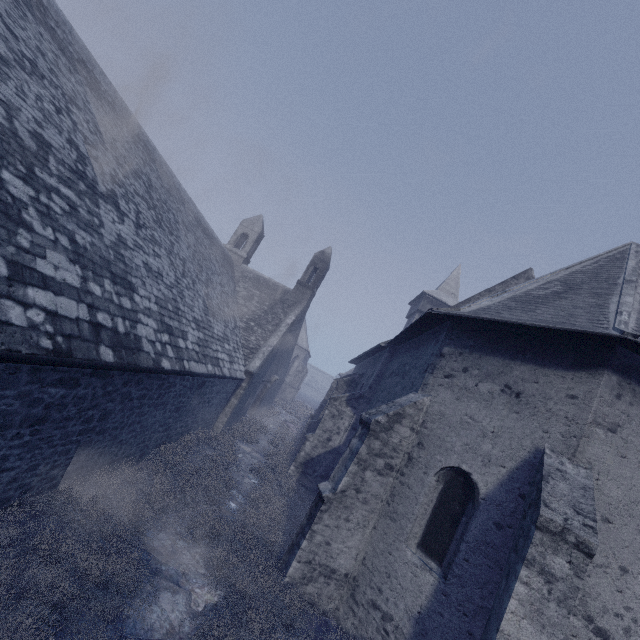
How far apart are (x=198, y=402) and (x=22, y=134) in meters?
8.2

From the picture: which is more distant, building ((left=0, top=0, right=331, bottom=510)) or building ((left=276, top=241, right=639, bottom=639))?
building ((left=276, top=241, right=639, bottom=639))

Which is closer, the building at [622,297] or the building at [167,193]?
Answer: the building at [167,193]
